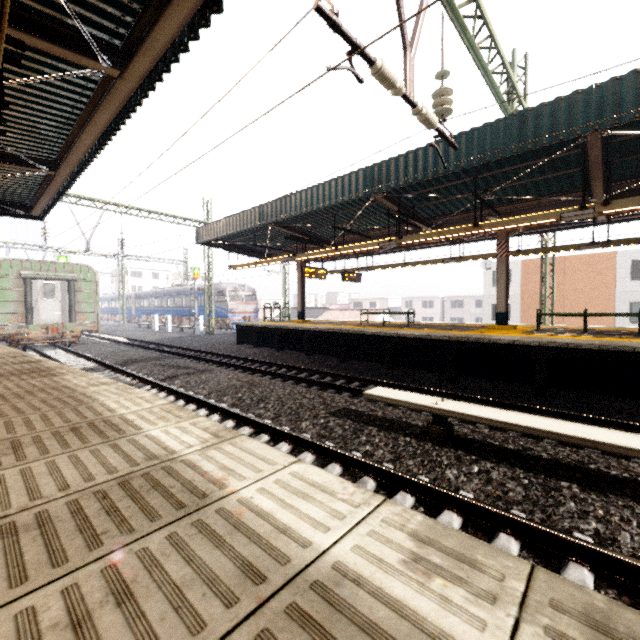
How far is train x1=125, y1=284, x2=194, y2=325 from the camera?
33.88m

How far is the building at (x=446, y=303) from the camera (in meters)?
53.91

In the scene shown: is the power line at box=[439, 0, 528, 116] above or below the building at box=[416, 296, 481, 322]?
above

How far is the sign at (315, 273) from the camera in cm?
1436

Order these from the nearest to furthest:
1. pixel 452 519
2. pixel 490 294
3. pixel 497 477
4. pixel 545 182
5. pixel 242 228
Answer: pixel 452 519 → pixel 497 477 → pixel 545 182 → pixel 242 228 → pixel 490 294

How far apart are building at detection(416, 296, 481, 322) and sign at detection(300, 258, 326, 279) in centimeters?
4580cm

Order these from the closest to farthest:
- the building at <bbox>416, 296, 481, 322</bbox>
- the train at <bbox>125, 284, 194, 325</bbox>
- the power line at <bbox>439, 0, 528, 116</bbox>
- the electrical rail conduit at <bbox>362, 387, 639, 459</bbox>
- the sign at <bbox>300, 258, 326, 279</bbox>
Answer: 1. the electrical rail conduit at <bbox>362, 387, 639, 459</bbox>
2. the power line at <bbox>439, 0, 528, 116</bbox>
3. the sign at <bbox>300, 258, 326, 279</bbox>
4. the train at <bbox>125, 284, 194, 325</bbox>
5. the building at <bbox>416, 296, 481, 322</bbox>

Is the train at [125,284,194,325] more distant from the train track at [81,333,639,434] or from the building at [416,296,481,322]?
the building at [416,296,481,322]
